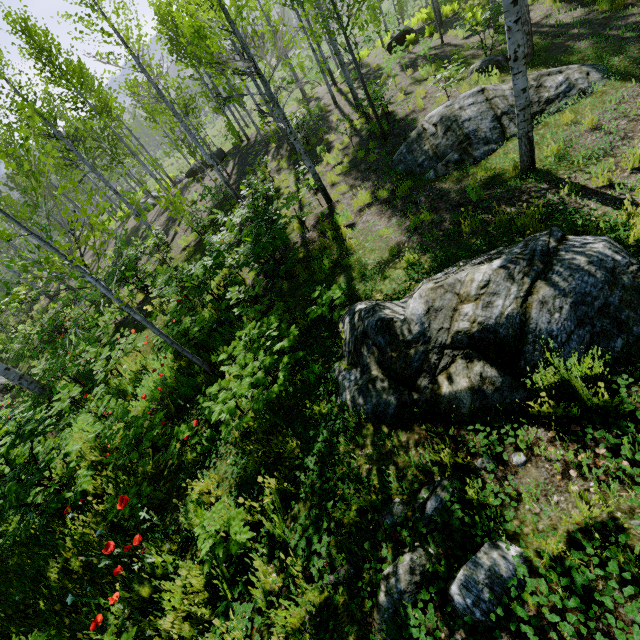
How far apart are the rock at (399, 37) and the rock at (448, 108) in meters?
13.0 m

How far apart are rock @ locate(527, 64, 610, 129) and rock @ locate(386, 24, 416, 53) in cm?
1301

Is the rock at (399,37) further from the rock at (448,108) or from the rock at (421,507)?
the rock at (421,507)

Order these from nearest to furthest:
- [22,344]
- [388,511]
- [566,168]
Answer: [388,511]
[566,168]
[22,344]

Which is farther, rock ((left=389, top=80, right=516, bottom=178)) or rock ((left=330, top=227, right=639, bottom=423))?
rock ((left=389, top=80, right=516, bottom=178))

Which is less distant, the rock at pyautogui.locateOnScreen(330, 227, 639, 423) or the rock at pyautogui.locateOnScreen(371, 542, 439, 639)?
the rock at pyautogui.locateOnScreen(371, 542, 439, 639)
